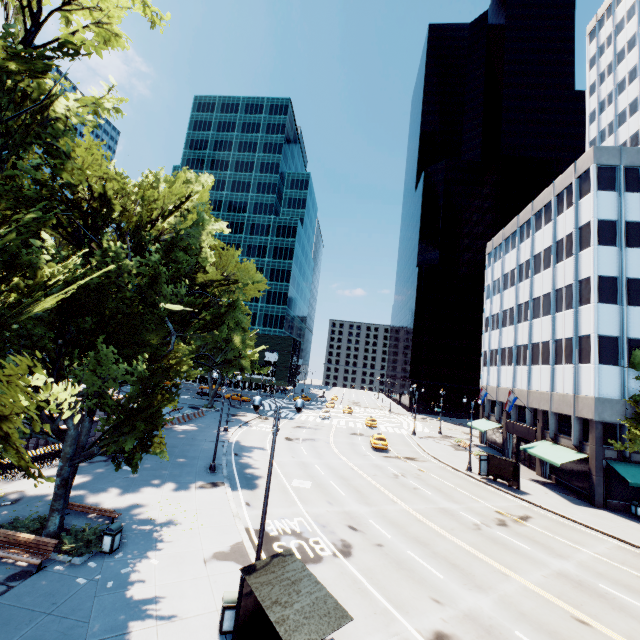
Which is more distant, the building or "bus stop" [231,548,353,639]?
the building

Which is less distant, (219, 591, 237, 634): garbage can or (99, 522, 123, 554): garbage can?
(219, 591, 237, 634): garbage can

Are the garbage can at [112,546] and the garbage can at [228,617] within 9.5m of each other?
yes

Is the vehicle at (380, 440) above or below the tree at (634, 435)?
below

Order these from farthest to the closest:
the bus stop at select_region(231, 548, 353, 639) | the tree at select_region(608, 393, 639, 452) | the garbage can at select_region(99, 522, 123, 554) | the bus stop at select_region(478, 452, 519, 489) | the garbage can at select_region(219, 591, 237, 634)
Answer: the bus stop at select_region(478, 452, 519, 489) < the tree at select_region(608, 393, 639, 452) < the garbage can at select_region(99, 522, 123, 554) < the garbage can at select_region(219, 591, 237, 634) < the bus stop at select_region(231, 548, 353, 639)

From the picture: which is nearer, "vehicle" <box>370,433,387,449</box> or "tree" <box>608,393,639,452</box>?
"tree" <box>608,393,639,452</box>

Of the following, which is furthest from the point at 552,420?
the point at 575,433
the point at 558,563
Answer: the point at 558,563

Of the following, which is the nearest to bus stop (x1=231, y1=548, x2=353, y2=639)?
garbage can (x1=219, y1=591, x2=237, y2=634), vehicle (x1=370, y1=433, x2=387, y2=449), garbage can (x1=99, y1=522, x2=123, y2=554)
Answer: garbage can (x1=219, y1=591, x2=237, y2=634)
